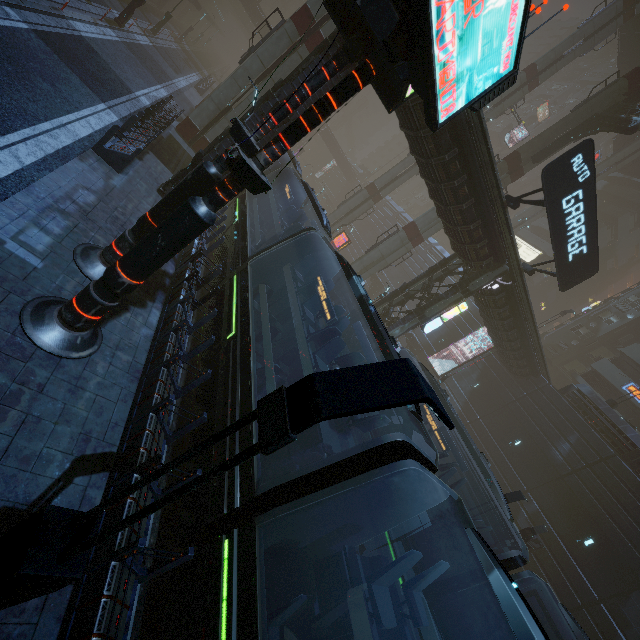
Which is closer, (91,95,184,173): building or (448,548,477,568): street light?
(91,95,184,173): building

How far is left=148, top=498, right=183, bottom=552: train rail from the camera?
6.5 meters

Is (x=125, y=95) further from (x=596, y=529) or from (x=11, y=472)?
(x=596, y=529)

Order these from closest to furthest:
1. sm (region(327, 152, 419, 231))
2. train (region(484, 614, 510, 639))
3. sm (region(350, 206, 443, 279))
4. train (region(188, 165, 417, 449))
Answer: train (region(188, 165, 417, 449))
train (region(484, 614, 510, 639))
sm (region(350, 206, 443, 279))
sm (region(327, 152, 419, 231))

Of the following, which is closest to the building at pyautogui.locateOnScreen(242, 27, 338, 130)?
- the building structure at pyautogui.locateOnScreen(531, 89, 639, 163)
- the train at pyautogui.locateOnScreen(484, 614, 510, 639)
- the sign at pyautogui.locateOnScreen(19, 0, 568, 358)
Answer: the sign at pyautogui.locateOnScreen(19, 0, 568, 358)

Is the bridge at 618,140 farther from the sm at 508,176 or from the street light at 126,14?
the street light at 126,14

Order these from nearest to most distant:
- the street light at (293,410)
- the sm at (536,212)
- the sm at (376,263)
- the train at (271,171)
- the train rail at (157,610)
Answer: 1. the street light at (293,410)
2. the train rail at (157,610)
3. the train at (271,171)
4. the sm at (376,263)
5. the sm at (536,212)

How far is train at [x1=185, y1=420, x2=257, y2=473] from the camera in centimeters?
Answer: 627cm
